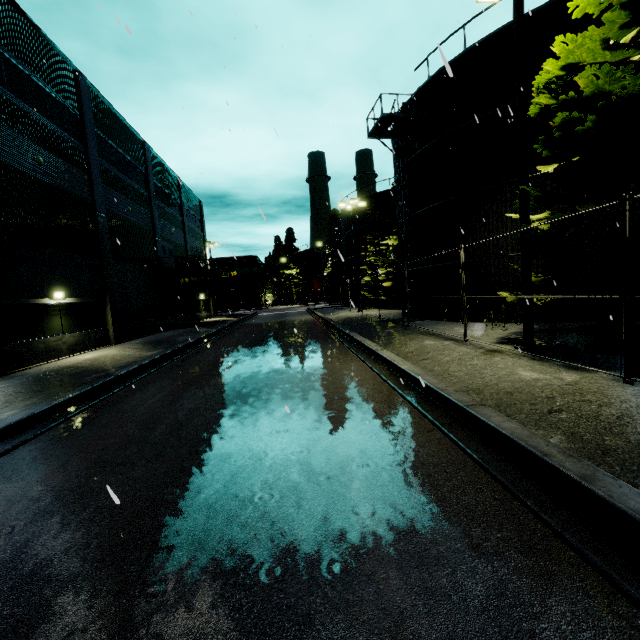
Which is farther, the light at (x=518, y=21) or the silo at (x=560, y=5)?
the silo at (x=560, y=5)

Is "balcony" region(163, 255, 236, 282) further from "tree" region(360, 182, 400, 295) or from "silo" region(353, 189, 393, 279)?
"tree" region(360, 182, 400, 295)

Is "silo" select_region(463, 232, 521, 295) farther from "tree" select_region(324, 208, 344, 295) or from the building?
"tree" select_region(324, 208, 344, 295)

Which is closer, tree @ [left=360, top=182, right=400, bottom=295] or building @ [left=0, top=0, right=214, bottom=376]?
building @ [left=0, top=0, right=214, bottom=376]

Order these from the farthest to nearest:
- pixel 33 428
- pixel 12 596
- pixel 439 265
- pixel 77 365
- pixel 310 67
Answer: pixel 439 265 < pixel 310 67 < pixel 77 365 < pixel 33 428 < pixel 12 596

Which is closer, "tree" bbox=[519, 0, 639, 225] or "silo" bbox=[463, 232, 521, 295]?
"tree" bbox=[519, 0, 639, 225]

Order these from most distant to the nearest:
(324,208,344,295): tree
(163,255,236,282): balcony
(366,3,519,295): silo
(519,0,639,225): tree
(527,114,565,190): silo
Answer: (324,208,344,295): tree, (163,255,236,282): balcony, (366,3,519,295): silo, (527,114,565,190): silo, (519,0,639,225): tree
